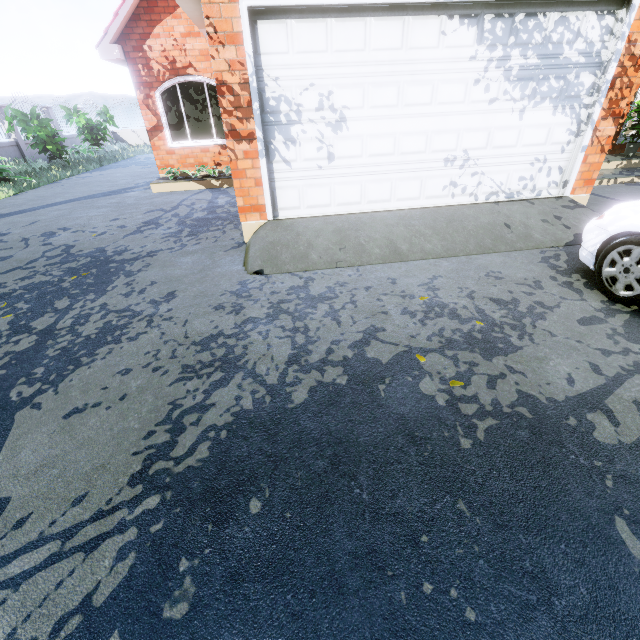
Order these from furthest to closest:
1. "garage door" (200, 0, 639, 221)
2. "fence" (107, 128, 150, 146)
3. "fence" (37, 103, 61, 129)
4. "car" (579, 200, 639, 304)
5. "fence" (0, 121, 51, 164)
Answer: "fence" (107, 128, 150, 146) < "fence" (37, 103, 61, 129) < "fence" (0, 121, 51, 164) < "garage door" (200, 0, 639, 221) < "car" (579, 200, 639, 304)

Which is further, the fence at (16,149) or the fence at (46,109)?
the fence at (46,109)

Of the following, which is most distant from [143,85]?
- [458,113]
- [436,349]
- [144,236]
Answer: [436,349]

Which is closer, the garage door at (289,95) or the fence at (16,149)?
the garage door at (289,95)

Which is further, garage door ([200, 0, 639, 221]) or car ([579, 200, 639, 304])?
garage door ([200, 0, 639, 221])

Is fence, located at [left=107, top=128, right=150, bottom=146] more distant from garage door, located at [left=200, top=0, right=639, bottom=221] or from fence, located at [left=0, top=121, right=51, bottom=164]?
garage door, located at [left=200, top=0, right=639, bottom=221]

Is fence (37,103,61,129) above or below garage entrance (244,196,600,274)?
above

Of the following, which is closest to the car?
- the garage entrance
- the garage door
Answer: the garage entrance
